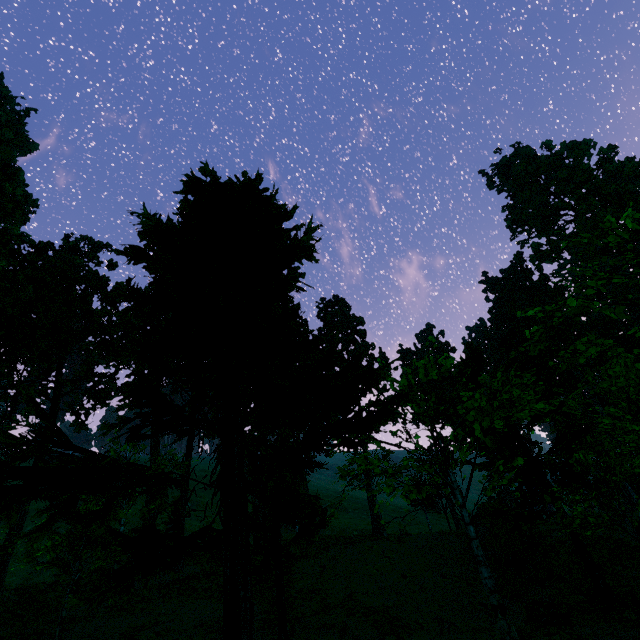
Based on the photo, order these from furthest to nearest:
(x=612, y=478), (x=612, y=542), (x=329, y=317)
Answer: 1. (x=329, y=317)
2. (x=612, y=542)
3. (x=612, y=478)
